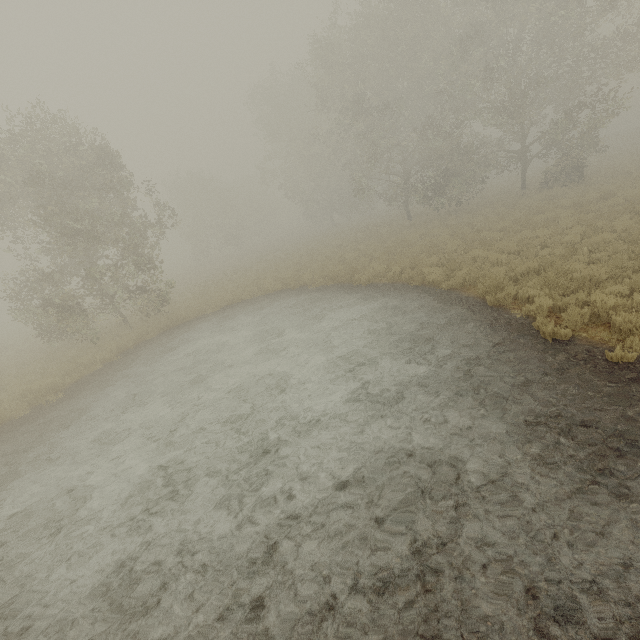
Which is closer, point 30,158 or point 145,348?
point 30,158
